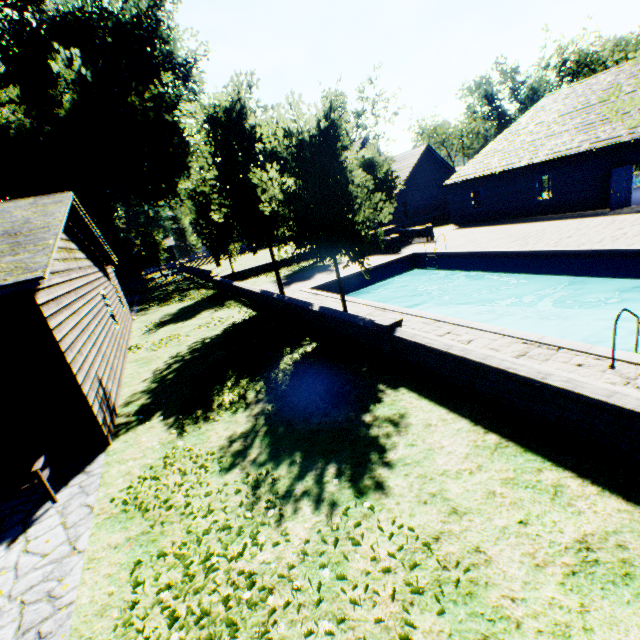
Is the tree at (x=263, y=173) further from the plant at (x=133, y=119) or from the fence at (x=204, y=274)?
the plant at (x=133, y=119)

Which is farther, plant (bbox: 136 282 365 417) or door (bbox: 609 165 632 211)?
door (bbox: 609 165 632 211)

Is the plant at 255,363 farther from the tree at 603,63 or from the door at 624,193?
the door at 624,193

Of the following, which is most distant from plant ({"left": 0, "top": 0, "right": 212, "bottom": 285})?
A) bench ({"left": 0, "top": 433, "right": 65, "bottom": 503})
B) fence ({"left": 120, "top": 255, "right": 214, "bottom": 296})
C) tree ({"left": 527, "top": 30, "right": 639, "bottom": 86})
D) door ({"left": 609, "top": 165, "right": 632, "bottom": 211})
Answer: door ({"left": 609, "top": 165, "right": 632, "bottom": 211})

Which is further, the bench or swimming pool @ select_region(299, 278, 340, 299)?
swimming pool @ select_region(299, 278, 340, 299)

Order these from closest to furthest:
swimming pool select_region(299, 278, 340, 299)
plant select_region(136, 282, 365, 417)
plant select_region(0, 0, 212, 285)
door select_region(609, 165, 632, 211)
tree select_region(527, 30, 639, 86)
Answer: plant select_region(136, 282, 365, 417)
swimming pool select_region(299, 278, 340, 299)
door select_region(609, 165, 632, 211)
plant select_region(0, 0, 212, 285)
tree select_region(527, 30, 639, 86)

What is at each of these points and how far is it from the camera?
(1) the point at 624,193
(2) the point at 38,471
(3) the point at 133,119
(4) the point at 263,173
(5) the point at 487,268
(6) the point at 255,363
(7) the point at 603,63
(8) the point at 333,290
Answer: (1) door, 17.6 meters
(2) bench, 5.1 meters
(3) plant, 28.5 meters
(4) tree, 7.9 meters
(5) swimming pool, 15.6 meters
(6) plant, 8.8 meters
(7) tree, 42.2 meters
(8) swimming pool, 17.3 meters

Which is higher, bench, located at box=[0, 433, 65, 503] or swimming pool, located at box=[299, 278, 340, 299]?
bench, located at box=[0, 433, 65, 503]
